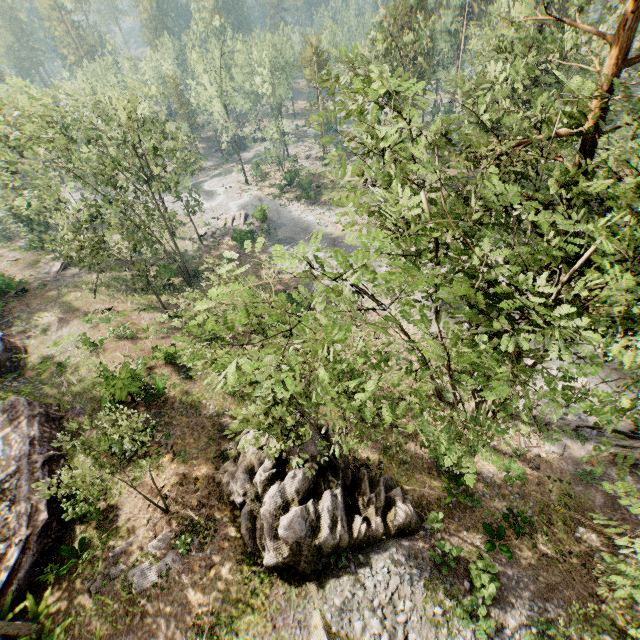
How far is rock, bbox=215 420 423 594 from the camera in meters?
13.6

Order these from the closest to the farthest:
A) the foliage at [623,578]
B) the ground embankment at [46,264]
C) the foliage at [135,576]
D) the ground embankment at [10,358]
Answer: the foliage at [623,578], the foliage at [135,576], the ground embankment at [10,358], the ground embankment at [46,264]

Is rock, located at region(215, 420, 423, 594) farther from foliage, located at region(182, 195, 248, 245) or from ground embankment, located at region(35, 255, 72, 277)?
ground embankment, located at region(35, 255, 72, 277)

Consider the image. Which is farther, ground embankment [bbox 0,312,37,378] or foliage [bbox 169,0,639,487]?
ground embankment [bbox 0,312,37,378]

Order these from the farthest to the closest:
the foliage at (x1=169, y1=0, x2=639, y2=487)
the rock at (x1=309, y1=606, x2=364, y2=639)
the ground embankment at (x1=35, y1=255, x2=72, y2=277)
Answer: the ground embankment at (x1=35, y1=255, x2=72, y2=277)
the rock at (x1=309, y1=606, x2=364, y2=639)
the foliage at (x1=169, y1=0, x2=639, y2=487)

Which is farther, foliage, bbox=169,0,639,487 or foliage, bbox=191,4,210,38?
foliage, bbox=191,4,210,38

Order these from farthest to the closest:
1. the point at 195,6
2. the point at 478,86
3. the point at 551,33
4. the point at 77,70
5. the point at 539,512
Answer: the point at 77,70
the point at 195,6
the point at 478,86
the point at 551,33
the point at 539,512

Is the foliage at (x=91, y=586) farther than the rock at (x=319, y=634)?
Yes
